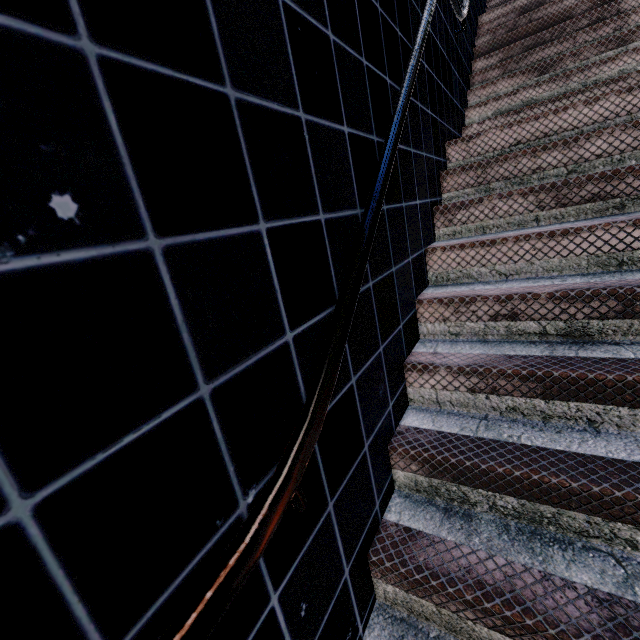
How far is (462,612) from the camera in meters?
1.1 m
